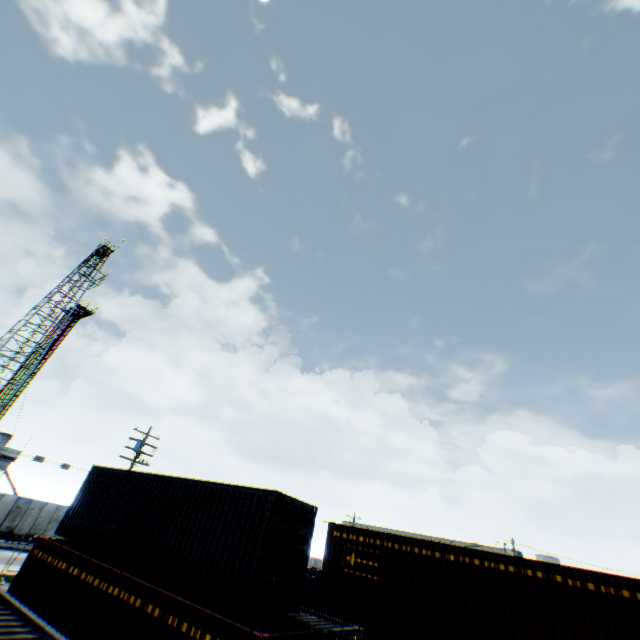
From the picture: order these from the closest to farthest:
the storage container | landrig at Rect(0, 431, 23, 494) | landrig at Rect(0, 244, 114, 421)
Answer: the storage container, landrig at Rect(0, 431, 23, 494), landrig at Rect(0, 244, 114, 421)

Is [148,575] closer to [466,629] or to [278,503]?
[278,503]

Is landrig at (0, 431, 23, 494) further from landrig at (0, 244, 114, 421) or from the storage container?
the storage container

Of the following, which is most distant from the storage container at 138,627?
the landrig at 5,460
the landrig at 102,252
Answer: the landrig at 102,252

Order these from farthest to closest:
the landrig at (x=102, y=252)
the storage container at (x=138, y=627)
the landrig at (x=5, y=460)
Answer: the landrig at (x=102, y=252) → the landrig at (x=5, y=460) → the storage container at (x=138, y=627)

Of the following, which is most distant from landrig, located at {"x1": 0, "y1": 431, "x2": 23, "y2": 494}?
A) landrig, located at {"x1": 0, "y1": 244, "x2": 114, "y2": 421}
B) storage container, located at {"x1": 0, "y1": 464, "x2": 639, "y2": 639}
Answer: storage container, located at {"x1": 0, "y1": 464, "x2": 639, "y2": 639}
